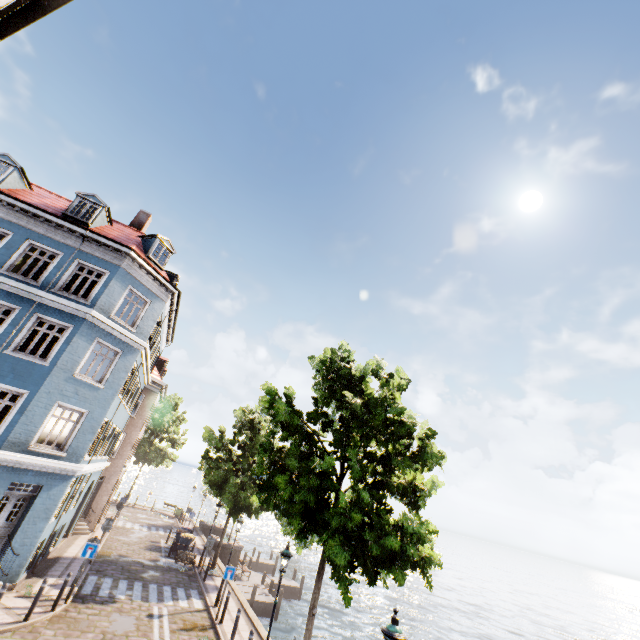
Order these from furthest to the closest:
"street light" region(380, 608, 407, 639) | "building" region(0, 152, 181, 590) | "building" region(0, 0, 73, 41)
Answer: "building" region(0, 152, 181, 590) → "street light" region(380, 608, 407, 639) → "building" region(0, 0, 73, 41)

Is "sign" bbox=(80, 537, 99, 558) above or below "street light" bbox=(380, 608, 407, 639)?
below

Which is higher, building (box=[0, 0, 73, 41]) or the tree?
building (box=[0, 0, 73, 41])

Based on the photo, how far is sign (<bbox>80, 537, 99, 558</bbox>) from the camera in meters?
12.7

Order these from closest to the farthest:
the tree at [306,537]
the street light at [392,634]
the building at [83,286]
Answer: the street light at [392,634] → the tree at [306,537] → the building at [83,286]

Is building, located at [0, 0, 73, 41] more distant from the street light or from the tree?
the street light

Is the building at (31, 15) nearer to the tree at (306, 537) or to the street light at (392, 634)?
the tree at (306, 537)

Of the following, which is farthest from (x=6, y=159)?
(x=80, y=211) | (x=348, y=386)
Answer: (x=348, y=386)
